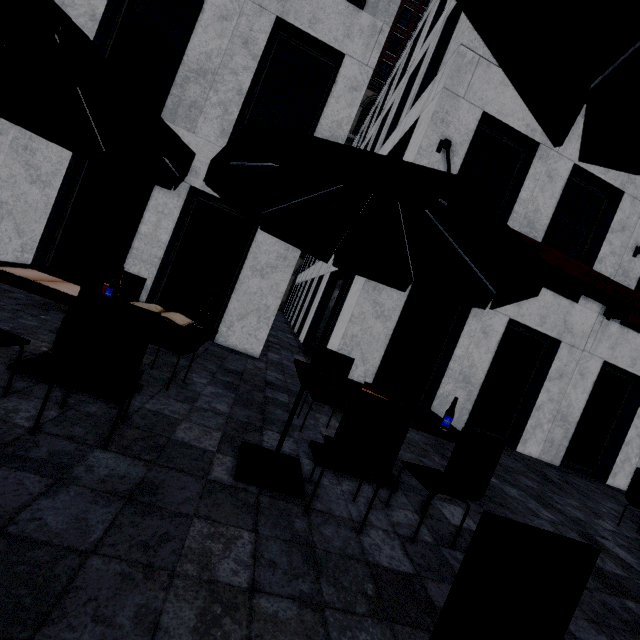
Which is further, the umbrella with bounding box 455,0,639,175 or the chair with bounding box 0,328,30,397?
the chair with bounding box 0,328,30,397

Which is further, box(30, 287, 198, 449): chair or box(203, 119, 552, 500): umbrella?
box(30, 287, 198, 449): chair

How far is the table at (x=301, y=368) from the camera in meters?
3.2 m

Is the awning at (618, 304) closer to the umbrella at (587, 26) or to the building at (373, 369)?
the building at (373, 369)

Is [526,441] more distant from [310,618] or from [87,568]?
[87,568]

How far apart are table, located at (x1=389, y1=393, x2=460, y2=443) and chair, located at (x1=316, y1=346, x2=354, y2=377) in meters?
0.4

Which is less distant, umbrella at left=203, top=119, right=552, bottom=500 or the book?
umbrella at left=203, top=119, right=552, bottom=500

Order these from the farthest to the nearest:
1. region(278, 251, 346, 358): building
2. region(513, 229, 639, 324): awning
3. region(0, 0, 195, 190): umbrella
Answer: region(278, 251, 346, 358): building → region(513, 229, 639, 324): awning → region(0, 0, 195, 190): umbrella
